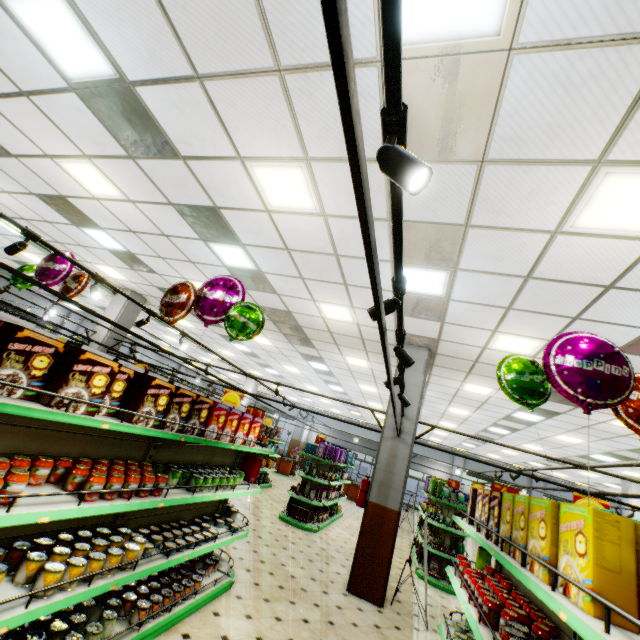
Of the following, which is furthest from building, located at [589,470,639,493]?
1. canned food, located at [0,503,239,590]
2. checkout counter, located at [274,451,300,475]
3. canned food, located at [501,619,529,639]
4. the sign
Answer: the sign

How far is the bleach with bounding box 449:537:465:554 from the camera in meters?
8.5 m

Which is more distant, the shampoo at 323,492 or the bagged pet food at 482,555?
the shampoo at 323,492

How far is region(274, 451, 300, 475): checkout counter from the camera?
19.9 meters

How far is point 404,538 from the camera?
12.68m

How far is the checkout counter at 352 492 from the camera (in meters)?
18.41

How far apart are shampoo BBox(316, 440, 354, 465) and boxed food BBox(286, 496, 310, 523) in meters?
1.9

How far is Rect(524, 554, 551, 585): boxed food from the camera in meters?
1.7
